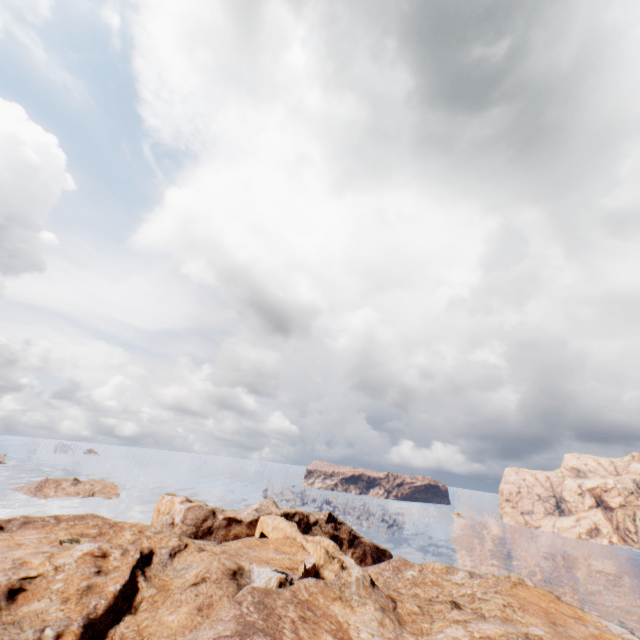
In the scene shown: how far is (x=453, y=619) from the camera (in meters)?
27.09
